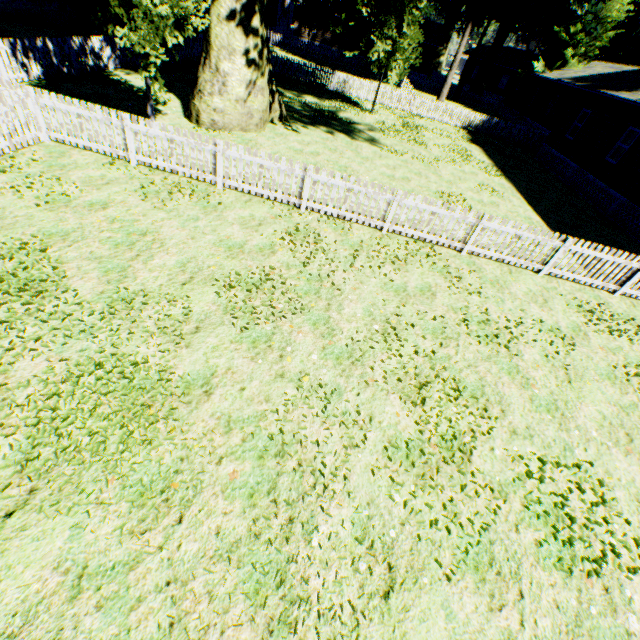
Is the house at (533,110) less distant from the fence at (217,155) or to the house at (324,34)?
the fence at (217,155)

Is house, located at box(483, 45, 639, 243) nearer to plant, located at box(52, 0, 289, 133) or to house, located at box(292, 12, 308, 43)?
plant, located at box(52, 0, 289, 133)

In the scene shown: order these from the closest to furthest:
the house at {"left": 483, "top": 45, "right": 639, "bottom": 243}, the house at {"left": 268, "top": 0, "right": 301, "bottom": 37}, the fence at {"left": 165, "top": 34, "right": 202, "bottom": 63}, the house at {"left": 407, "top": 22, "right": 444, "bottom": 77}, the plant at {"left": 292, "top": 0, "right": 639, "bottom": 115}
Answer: the house at {"left": 483, "top": 45, "right": 639, "bottom": 243} → the plant at {"left": 292, "top": 0, "right": 639, "bottom": 115} → the fence at {"left": 165, "top": 34, "right": 202, "bottom": 63} → the house at {"left": 268, "top": 0, "right": 301, "bottom": 37} → the house at {"left": 407, "top": 22, "right": 444, "bottom": 77}

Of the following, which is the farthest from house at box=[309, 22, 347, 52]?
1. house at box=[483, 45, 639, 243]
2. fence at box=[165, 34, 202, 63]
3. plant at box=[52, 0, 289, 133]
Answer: house at box=[483, 45, 639, 243]

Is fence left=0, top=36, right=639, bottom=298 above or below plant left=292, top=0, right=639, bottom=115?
below

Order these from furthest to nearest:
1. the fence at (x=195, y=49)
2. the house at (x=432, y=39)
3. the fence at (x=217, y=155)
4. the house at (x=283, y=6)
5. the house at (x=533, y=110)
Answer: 1. the house at (x=432, y=39)
2. the house at (x=283, y=6)
3. the fence at (x=195, y=49)
4. the house at (x=533, y=110)
5. the fence at (x=217, y=155)

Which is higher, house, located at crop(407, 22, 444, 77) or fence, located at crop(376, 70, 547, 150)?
house, located at crop(407, 22, 444, 77)

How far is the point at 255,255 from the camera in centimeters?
738cm
